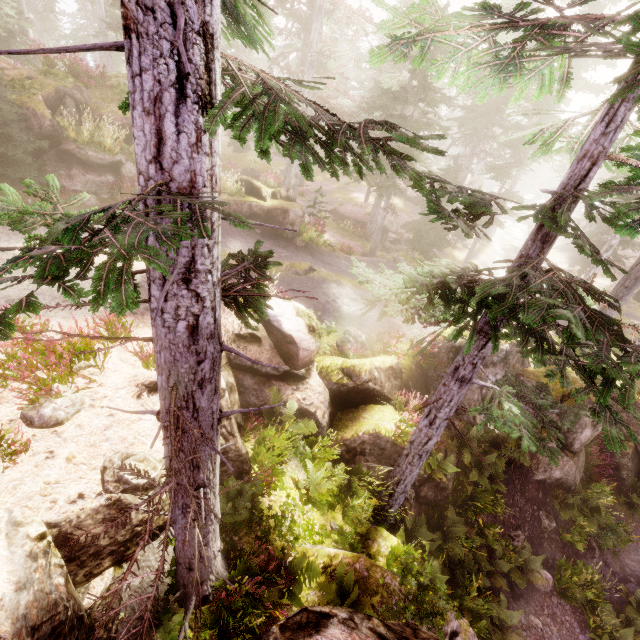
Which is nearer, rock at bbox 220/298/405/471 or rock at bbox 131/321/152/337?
rock at bbox 131/321/152/337

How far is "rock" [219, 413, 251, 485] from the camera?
7.3 meters

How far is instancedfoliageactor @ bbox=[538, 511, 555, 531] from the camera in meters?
12.7 m

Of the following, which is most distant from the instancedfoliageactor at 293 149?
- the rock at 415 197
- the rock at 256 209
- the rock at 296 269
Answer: the rock at 296 269

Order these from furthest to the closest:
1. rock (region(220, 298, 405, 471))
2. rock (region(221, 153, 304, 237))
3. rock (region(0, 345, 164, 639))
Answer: rock (region(221, 153, 304, 237)) → rock (region(220, 298, 405, 471)) → rock (region(0, 345, 164, 639))

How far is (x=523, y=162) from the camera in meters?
24.3 m

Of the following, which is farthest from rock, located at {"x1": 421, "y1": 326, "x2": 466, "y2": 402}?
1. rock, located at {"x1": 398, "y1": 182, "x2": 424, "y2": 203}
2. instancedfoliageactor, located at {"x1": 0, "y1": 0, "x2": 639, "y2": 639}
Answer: rock, located at {"x1": 398, "y1": 182, "x2": 424, "y2": 203}
